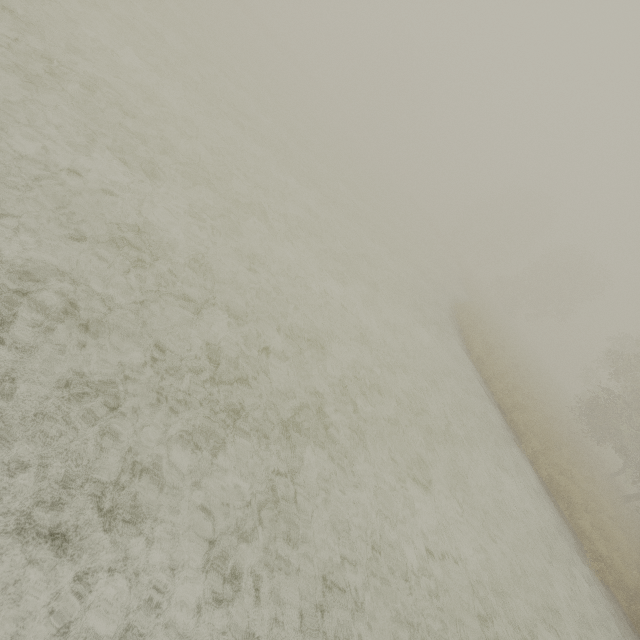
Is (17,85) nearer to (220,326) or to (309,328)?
(220,326)
